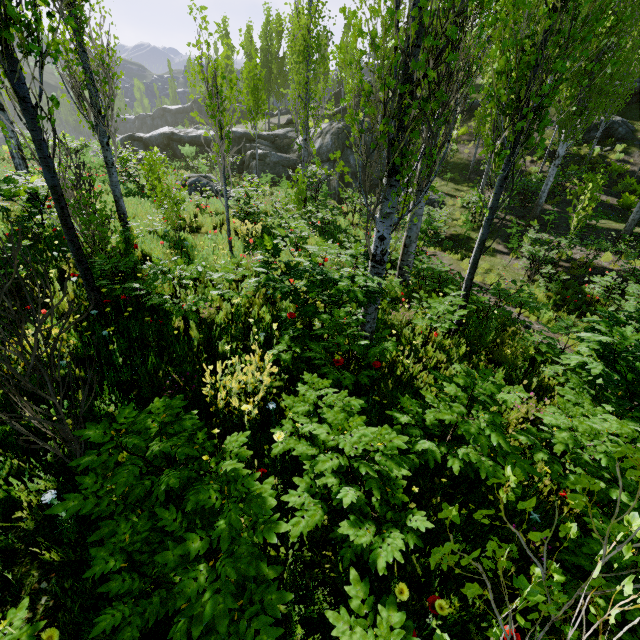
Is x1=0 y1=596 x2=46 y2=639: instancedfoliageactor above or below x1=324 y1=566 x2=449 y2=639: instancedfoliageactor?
below

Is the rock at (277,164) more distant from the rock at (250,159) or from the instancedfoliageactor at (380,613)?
the rock at (250,159)

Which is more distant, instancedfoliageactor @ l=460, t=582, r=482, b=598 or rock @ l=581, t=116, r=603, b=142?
rock @ l=581, t=116, r=603, b=142

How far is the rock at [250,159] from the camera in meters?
25.3 m

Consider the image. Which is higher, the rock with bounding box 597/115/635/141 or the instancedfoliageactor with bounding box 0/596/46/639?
the rock with bounding box 597/115/635/141

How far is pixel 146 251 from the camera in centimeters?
686cm

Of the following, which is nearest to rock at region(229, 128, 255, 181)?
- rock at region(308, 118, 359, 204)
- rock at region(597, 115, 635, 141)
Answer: rock at region(597, 115, 635, 141)

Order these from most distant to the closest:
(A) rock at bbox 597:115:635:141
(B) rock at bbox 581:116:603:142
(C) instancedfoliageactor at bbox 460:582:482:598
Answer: (B) rock at bbox 581:116:603:142, (A) rock at bbox 597:115:635:141, (C) instancedfoliageactor at bbox 460:582:482:598
